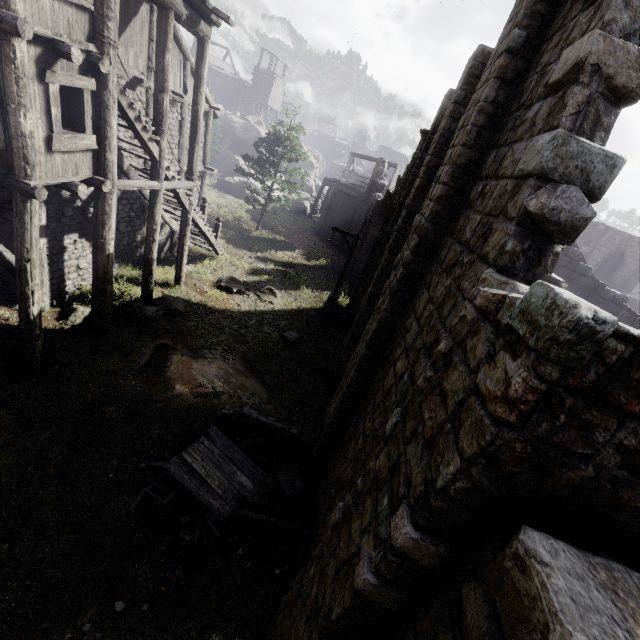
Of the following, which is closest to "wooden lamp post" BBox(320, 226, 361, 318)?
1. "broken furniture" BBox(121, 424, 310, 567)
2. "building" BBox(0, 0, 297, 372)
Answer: Result: "building" BBox(0, 0, 297, 372)

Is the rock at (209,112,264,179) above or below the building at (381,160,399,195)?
below

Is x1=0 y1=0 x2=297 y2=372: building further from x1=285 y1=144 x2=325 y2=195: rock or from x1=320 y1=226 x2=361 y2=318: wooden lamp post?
x1=320 y1=226 x2=361 y2=318: wooden lamp post

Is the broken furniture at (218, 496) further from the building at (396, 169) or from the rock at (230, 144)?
the rock at (230, 144)

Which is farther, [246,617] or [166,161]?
[166,161]

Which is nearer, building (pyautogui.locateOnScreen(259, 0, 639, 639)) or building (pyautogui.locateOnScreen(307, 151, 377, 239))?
building (pyautogui.locateOnScreen(259, 0, 639, 639))

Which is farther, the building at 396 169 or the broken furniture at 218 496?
the building at 396 169
